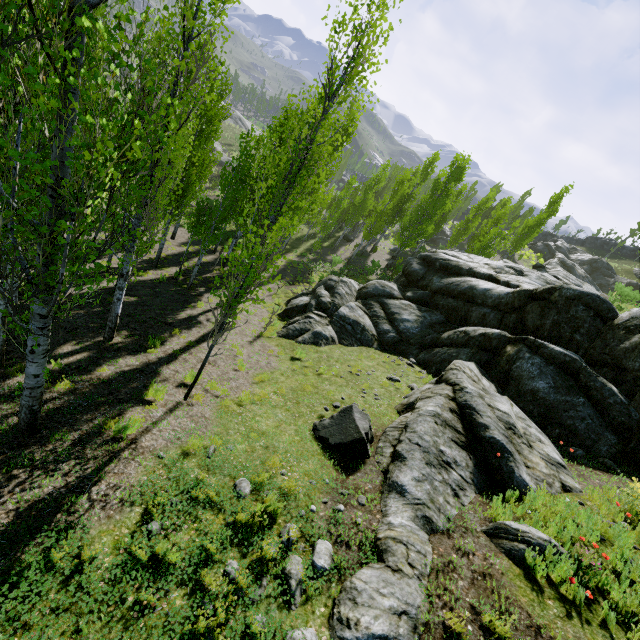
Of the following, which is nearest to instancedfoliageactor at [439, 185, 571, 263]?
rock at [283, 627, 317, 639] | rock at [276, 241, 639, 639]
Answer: rock at [276, 241, 639, 639]

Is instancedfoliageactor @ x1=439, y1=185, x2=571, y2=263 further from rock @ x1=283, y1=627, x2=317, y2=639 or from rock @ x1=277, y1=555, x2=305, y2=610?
rock @ x1=283, y1=627, x2=317, y2=639

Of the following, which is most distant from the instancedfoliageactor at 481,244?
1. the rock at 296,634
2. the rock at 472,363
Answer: the rock at 296,634

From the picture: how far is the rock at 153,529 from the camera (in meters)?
4.51

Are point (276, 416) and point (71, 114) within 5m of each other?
no

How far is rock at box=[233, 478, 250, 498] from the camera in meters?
5.5
